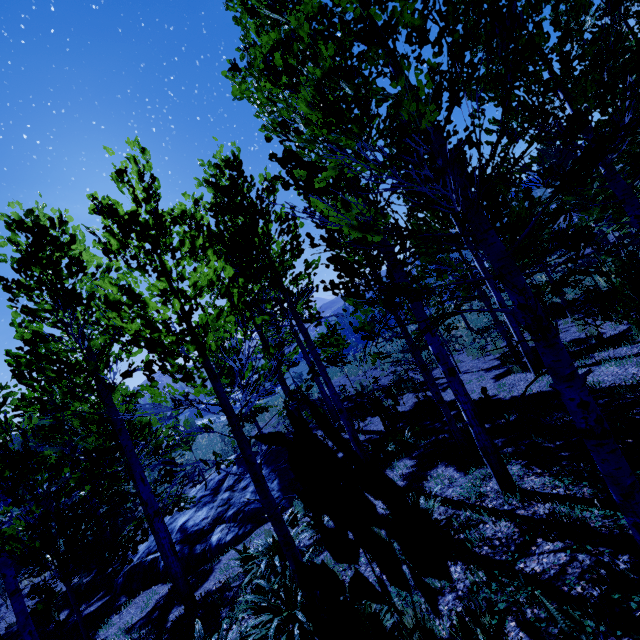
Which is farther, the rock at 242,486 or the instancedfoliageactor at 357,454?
the rock at 242,486

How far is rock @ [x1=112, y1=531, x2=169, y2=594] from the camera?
9.83m

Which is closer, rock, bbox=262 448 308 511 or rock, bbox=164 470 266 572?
rock, bbox=164 470 266 572

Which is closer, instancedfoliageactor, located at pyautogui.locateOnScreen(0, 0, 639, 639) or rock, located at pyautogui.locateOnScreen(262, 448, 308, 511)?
instancedfoliageactor, located at pyautogui.locateOnScreen(0, 0, 639, 639)

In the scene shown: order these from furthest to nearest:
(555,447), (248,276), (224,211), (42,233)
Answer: (224,211), (42,233), (555,447), (248,276)

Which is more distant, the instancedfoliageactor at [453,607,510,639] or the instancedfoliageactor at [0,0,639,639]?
the instancedfoliageactor at [453,607,510,639]

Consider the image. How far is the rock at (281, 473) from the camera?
10.2m
